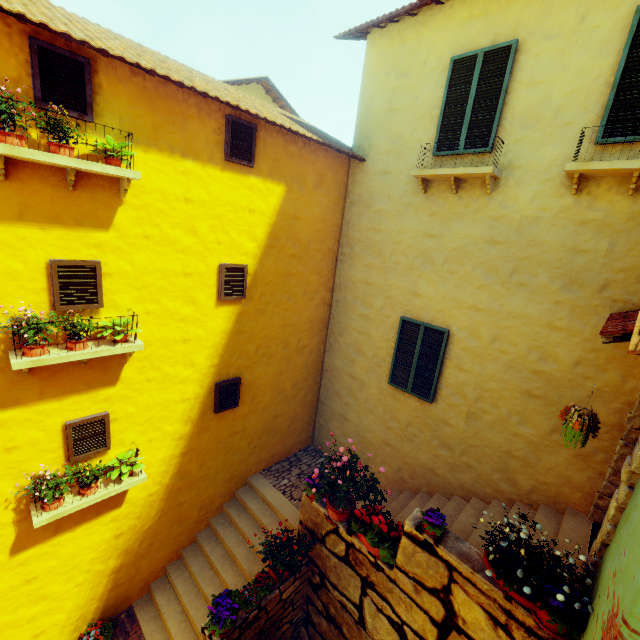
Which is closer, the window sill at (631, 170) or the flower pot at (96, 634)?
the window sill at (631, 170)

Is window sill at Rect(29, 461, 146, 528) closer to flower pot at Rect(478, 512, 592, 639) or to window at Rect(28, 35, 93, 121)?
window at Rect(28, 35, 93, 121)

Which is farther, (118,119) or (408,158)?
(408,158)

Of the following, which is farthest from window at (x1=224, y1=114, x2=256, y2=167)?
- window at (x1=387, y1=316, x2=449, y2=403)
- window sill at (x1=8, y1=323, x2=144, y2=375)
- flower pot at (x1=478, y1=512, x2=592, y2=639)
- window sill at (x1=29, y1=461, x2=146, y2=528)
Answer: window at (x1=387, y1=316, x2=449, y2=403)

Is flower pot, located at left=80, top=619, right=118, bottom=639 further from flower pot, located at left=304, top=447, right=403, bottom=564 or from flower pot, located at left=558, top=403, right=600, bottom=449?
flower pot, located at left=558, top=403, right=600, bottom=449

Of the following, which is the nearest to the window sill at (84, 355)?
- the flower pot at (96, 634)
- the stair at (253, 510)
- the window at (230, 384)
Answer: the window at (230, 384)

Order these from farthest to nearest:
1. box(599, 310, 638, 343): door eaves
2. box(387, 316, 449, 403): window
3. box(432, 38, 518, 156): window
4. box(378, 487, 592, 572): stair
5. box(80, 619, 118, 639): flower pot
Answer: box(387, 316, 449, 403): window, box(80, 619, 118, 639): flower pot, box(432, 38, 518, 156): window, box(378, 487, 592, 572): stair, box(599, 310, 638, 343): door eaves

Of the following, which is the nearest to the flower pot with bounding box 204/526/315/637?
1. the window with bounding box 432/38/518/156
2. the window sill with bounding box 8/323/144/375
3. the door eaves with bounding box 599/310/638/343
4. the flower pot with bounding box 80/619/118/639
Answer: the flower pot with bounding box 80/619/118/639
